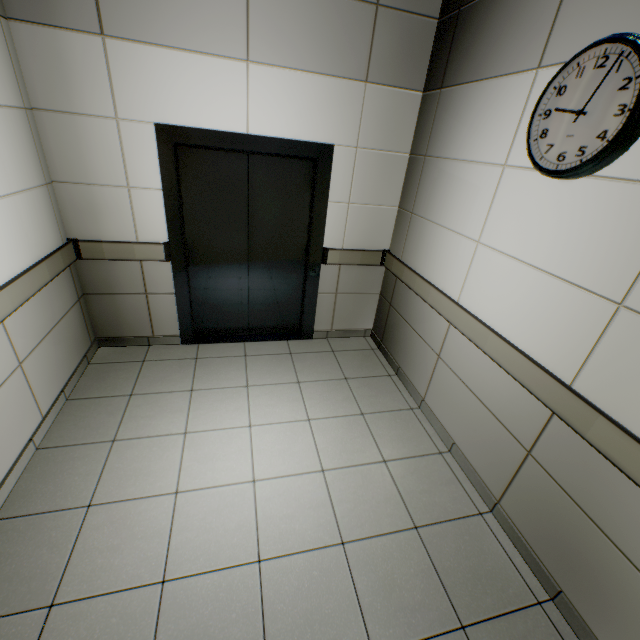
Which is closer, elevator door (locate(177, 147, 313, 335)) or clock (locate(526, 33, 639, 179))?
clock (locate(526, 33, 639, 179))

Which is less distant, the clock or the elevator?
the clock

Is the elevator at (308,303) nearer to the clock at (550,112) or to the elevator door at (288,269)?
the elevator door at (288,269)

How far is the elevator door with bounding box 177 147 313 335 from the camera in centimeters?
296cm

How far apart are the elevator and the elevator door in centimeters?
1cm

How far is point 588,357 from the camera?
1.60m

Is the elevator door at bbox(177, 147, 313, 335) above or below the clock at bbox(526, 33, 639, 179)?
below

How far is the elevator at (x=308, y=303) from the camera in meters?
2.7 m
